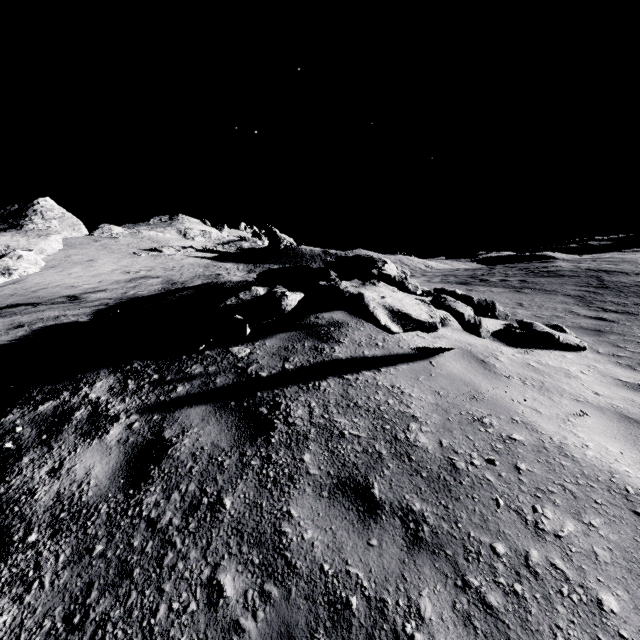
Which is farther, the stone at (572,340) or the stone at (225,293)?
the stone at (572,340)

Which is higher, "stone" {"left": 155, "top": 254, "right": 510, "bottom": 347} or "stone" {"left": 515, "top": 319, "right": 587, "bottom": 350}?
"stone" {"left": 155, "top": 254, "right": 510, "bottom": 347}

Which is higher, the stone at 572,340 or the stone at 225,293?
the stone at 225,293

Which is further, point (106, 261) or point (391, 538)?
point (106, 261)

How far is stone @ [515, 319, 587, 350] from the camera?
5.3 meters

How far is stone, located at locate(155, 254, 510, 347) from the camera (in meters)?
3.21

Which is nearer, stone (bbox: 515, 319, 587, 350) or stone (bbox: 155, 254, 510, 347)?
stone (bbox: 155, 254, 510, 347)
